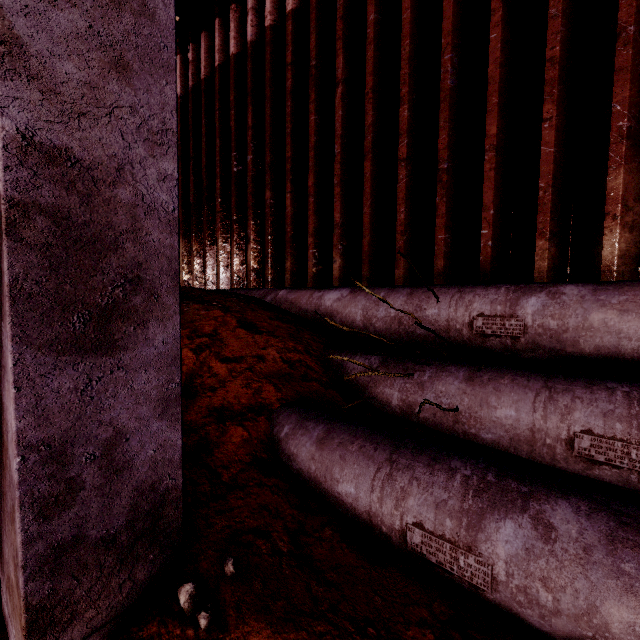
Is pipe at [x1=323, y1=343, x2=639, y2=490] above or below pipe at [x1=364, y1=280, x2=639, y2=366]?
below

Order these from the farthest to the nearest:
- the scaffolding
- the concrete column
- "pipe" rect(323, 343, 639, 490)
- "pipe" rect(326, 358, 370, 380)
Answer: the scaffolding, "pipe" rect(326, 358, 370, 380), "pipe" rect(323, 343, 639, 490), the concrete column

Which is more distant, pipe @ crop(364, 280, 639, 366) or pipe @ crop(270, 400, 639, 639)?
pipe @ crop(364, 280, 639, 366)

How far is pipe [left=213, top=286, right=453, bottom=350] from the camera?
3.3 meters

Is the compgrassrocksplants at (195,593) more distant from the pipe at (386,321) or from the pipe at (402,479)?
the pipe at (386,321)

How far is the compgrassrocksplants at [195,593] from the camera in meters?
1.4

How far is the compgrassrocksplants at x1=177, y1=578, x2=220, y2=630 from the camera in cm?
136

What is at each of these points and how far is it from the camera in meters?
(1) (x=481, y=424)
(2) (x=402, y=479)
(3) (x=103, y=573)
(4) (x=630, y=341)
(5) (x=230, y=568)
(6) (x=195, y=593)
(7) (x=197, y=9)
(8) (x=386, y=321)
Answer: (1) pipe, 2.3 m
(2) pipe, 1.7 m
(3) concrete column, 1.3 m
(4) pipe, 2.3 m
(5) compgrassrocksplants, 1.5 m
(6) compgrassrocksplants, 1.4 m
(7) scaffolding, 6.5 m
(8) pipe, 3.4 m
